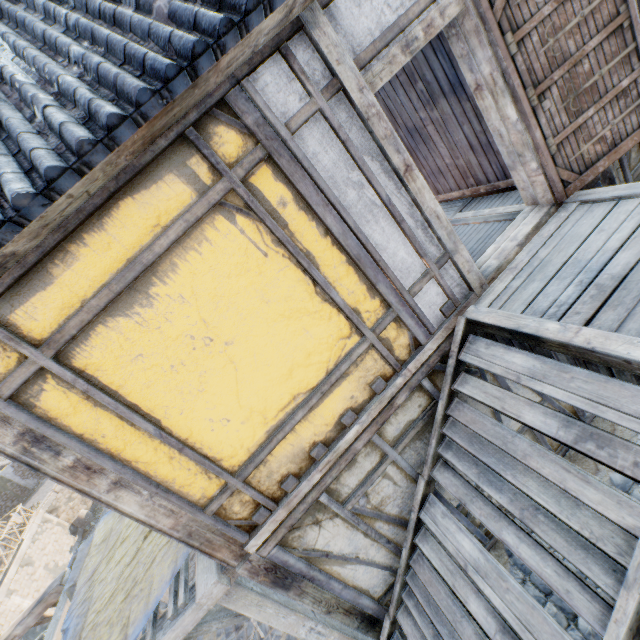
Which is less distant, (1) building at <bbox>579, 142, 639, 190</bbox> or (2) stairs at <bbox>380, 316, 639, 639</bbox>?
(2) stairs at <bbox>380, 316, 639, 639</bbox>

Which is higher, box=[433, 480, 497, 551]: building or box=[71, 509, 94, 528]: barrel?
box=[433, 480, 497, 551]: building

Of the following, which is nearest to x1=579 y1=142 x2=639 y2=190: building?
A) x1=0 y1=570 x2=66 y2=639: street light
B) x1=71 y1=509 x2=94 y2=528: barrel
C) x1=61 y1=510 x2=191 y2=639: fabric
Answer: x1=61 y1=510 x2=191 y2=639: fabric

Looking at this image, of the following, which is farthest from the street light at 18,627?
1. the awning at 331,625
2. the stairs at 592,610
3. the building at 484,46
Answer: the building at 484,46

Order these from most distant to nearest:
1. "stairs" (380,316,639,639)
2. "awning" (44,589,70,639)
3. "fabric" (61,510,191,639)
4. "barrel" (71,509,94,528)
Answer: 1. "barrel" (71,509,94,528)
2. "awning" (44,589,70,639)
3. "fabric" (61,510,191,639)
4. "stairs" (380,316,639,639)

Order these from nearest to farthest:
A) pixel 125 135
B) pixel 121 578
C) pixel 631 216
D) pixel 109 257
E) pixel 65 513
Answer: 1. pixel 125 135
2. pixel 109 257
3. pixel 631 216
4. pixel 121 578
5. pixel 65 513

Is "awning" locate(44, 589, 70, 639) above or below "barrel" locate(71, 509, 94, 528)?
above

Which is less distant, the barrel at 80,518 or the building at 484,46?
the building at 484,46
